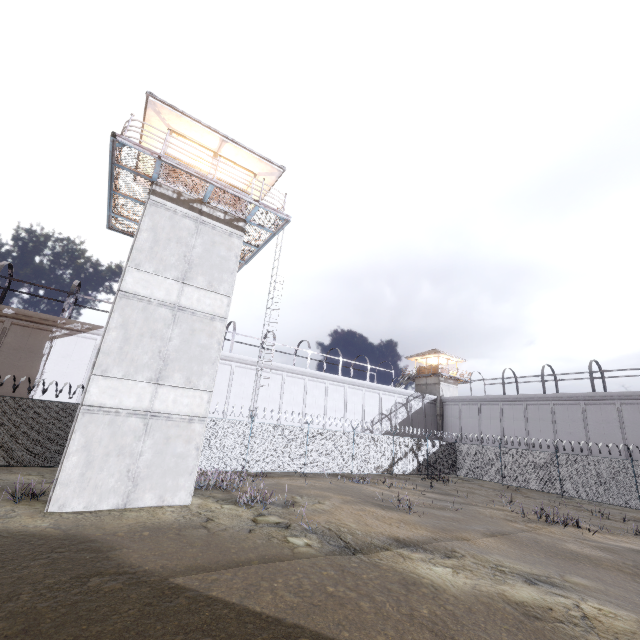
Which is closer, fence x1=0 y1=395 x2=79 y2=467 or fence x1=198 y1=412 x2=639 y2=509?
fence x1=0 y1=395 x2=79 y2=467

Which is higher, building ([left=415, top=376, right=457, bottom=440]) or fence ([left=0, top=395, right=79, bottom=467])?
building ([left=415, top=376, right=457, bottom=440])

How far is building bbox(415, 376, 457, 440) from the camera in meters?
40.8

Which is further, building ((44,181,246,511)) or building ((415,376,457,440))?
building ((415,376,457,440))

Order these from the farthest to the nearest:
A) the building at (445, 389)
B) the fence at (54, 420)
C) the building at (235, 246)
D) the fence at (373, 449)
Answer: the building at (445, 389) → the fence at (373, 449) → the fence at (54, 420) → the building at (235, 246)

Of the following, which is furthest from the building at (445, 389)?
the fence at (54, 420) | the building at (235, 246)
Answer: the building at (235, 246)

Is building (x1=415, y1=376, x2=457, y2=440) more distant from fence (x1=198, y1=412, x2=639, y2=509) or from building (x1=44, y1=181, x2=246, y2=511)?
building (x1=44, y1=181, x2=246, y2=511)

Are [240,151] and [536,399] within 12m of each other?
no
